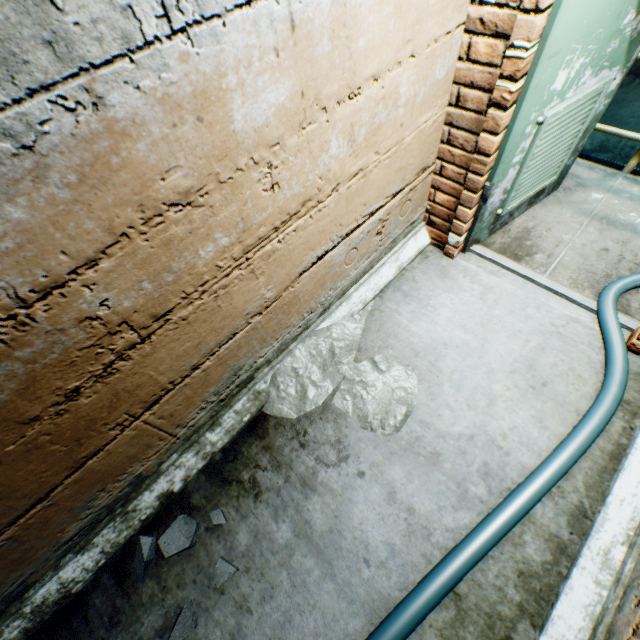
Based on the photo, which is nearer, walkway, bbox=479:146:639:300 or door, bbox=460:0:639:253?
door, bbox=460:0:639:253

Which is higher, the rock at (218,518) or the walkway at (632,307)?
the rock at (218,518)

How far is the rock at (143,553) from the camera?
1.5 meters

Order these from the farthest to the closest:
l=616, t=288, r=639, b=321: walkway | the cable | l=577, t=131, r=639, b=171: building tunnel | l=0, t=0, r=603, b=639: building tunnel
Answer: l=577, t=131, r=639, b=171: building tunnel → l=616, t=288, r=639, b=321: walkway → the cable → l=0, t=0, r=603, b=639: building tunnel

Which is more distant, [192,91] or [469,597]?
[469,597]

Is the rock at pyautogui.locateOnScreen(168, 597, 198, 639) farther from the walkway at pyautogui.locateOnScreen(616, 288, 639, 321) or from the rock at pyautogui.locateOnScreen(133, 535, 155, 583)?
the walkway at pyautogui.locateOnScreen(616, 288, 639, 321)

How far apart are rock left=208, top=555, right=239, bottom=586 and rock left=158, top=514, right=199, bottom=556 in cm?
15
